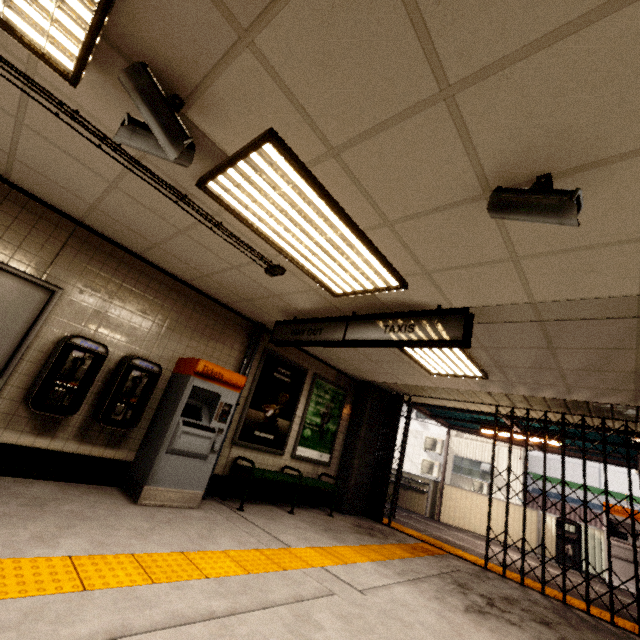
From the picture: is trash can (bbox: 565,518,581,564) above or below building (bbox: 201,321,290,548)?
above

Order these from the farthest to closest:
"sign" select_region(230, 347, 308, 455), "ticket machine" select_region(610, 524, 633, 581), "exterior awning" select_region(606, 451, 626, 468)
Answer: "exterior awning" select_region(606, 451, 626, 468) < "ticket machine" select_region(610, 524, 633, 581) < "sign" select_region(230, 347, 308, 455)

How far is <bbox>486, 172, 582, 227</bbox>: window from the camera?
1.7 meters

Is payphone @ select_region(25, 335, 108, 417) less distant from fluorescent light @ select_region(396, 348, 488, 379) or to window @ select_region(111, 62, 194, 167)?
window @ select_region(111, 62, 194, 167)

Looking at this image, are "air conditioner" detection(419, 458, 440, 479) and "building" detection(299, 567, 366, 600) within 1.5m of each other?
no

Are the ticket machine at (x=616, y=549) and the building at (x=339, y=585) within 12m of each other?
yes

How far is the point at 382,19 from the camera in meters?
1.4

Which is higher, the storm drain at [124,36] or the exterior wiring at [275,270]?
the storm drain at [124,36]
